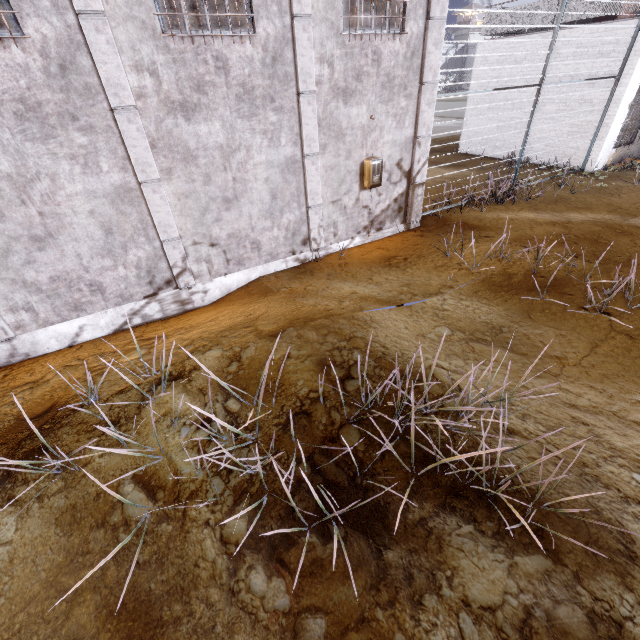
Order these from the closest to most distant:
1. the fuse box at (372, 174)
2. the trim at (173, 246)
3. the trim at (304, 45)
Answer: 1. the trim at (173, 246)
2. the trim at (304, 45)
3. the fuse box at (372, 174)

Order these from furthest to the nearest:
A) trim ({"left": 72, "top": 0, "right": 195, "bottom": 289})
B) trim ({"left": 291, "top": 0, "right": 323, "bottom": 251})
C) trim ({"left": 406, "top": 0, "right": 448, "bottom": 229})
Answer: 1. trim ({"left": 406, "top": 0, "right": 448, "bottom": 229})
2. trim ({"left": 291, "top": 0, "right": 323, "bottom": 251})
3. trim ({"left": 72, "top": 0, "right": 195, "bottom": 289})

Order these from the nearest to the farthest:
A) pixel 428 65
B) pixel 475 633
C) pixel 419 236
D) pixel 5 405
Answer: pixel 475 633
pixel 5 405
pixel 428 65
pixel 419 236

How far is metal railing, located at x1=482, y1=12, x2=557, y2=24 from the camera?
11.2 meters

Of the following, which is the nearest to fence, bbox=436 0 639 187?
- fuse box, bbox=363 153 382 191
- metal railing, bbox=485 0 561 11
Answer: metal railing, bbox=485 0 561 11

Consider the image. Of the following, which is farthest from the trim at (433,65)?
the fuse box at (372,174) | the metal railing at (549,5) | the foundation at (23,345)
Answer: the metal railing at (549,5)

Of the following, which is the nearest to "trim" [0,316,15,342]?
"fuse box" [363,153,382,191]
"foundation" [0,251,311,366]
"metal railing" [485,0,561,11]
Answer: "foundation" [0,251,311,366]

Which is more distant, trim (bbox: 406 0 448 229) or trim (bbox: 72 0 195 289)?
trim (bbox: 406 0 448 229)
